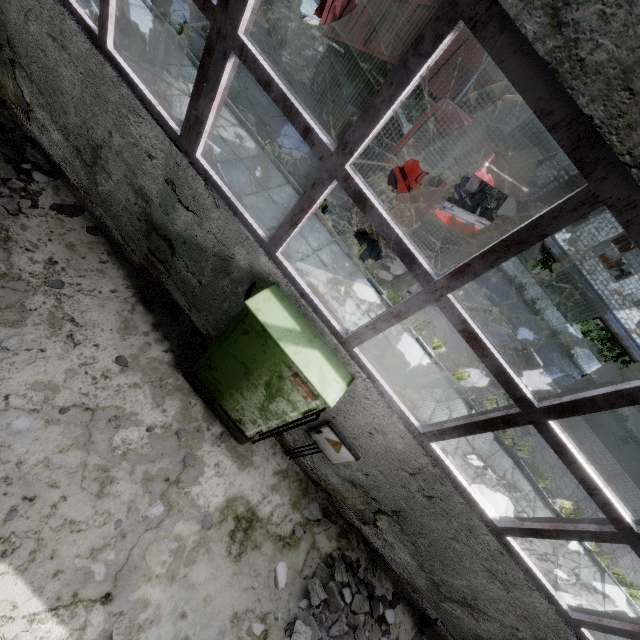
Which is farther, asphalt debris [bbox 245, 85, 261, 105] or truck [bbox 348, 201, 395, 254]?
asphalt debris [bbox 245, 85, 261, 105]

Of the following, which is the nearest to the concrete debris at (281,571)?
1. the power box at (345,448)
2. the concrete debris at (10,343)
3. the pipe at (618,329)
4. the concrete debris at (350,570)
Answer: the concrete debris at (350,570)

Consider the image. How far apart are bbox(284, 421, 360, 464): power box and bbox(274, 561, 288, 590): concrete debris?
1.4 meters

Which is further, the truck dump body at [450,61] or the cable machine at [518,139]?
the cable machine at [518,139]

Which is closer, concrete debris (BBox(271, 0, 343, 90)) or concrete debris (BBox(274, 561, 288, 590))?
concrete debris (BBox(274, 561, 288, 590))

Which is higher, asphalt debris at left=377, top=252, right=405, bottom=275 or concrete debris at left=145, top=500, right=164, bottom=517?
concrete debris at left=145, top=500, right=164, bottom=517

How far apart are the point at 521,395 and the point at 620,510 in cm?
124

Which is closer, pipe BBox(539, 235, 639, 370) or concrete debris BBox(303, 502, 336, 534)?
concrete debris BBox(303, 502, 336, 534)
